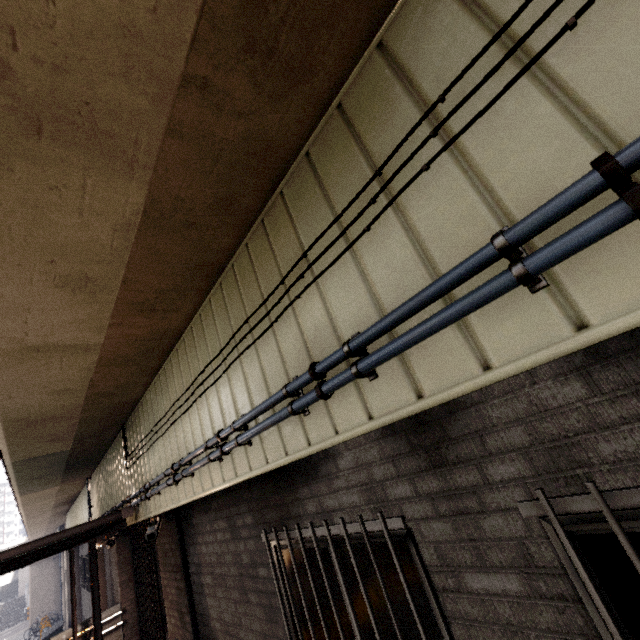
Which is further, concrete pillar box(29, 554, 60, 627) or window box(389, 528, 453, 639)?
concrete pillar box(29, 554, 60, 627)

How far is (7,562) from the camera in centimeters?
478cm

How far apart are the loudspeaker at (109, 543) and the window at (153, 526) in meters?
5.6

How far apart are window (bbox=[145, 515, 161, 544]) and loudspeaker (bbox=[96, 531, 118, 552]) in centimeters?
555cm

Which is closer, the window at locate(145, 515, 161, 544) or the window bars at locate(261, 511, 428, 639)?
the window bars at locate(261, 511, 428, 639)

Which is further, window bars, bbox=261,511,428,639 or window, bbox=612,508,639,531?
window bars, bbox=261,511,428,639

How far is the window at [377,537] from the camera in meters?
2.1

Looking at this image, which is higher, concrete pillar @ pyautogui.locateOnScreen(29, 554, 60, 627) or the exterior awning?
the exterior awning
